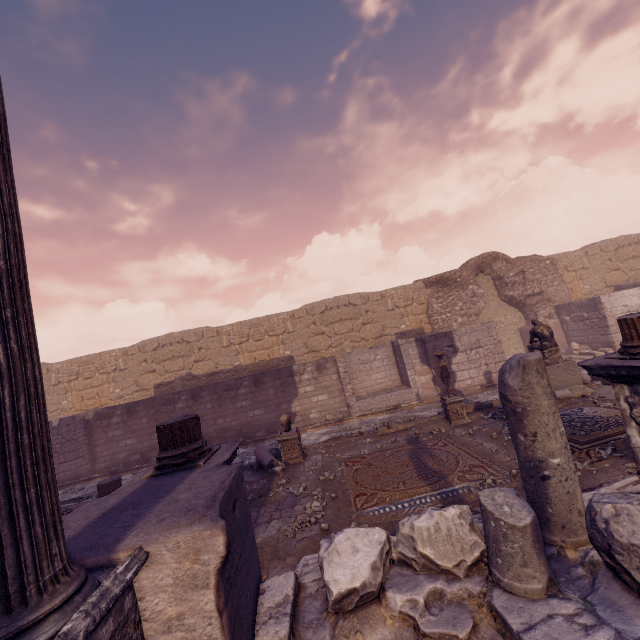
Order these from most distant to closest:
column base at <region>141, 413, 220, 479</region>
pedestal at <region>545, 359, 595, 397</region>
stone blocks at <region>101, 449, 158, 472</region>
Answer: stone blocks at <region>101, 449, 158, 472</region>, pedestal at <region>545, 359, 595, 397</region>, column base at <region>141, 413, 220, 479</region>

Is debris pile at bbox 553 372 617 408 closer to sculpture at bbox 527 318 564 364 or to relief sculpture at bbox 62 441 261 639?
sculpture at bbox 527 318 564 364

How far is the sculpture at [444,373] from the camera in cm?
926

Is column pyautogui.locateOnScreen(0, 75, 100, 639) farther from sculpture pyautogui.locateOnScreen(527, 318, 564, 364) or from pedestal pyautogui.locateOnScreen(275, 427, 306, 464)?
sculpture pyautogui.locateOnScreen(527, 318, 564, 364)

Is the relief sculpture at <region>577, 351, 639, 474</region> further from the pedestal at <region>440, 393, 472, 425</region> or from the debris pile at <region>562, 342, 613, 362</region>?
the debris pile at <region>562, 342, 613, 362</region>

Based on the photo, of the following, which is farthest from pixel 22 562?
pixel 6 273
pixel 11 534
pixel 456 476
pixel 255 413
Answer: pixel 255 413

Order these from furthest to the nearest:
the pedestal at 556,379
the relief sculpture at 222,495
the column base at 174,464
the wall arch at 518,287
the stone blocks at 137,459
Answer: the wall arch at 518,287 → the stone blocks at 137,459 → the pedestal at 556,379 → the column base at 174,464 → the relief sculpture at 222,495

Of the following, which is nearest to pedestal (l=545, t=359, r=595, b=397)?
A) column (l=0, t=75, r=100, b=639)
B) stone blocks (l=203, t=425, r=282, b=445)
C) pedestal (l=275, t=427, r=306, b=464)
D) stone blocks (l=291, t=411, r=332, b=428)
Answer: pedestal (l=275, t=427, r=306, b=464)
